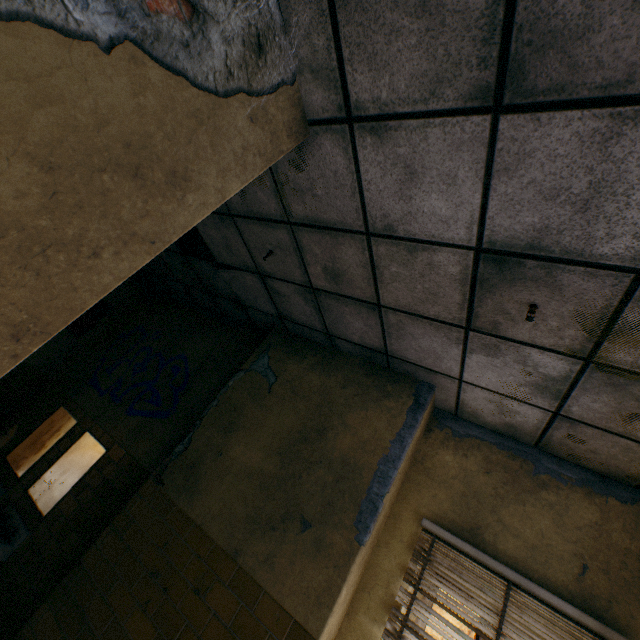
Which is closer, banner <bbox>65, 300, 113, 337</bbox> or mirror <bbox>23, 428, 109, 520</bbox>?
mirror <bbox>23, 428, 109, 520</bbox>

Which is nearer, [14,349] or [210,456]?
[14,349]

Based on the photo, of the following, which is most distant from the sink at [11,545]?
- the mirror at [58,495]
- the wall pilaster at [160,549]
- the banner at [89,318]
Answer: the banner at [89,318]

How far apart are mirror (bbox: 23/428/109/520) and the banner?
1.67m

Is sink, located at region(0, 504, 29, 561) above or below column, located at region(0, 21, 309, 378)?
below

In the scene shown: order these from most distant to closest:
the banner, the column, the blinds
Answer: the banner
the blinds
the column

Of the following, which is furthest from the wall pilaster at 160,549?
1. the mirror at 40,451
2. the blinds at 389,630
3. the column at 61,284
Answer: the column at 61,284

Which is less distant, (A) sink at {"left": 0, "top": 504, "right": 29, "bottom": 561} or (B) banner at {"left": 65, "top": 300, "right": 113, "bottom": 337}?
(A) sink at {"left": 0, "top": 504, "right": 29, "bottom": 561}
